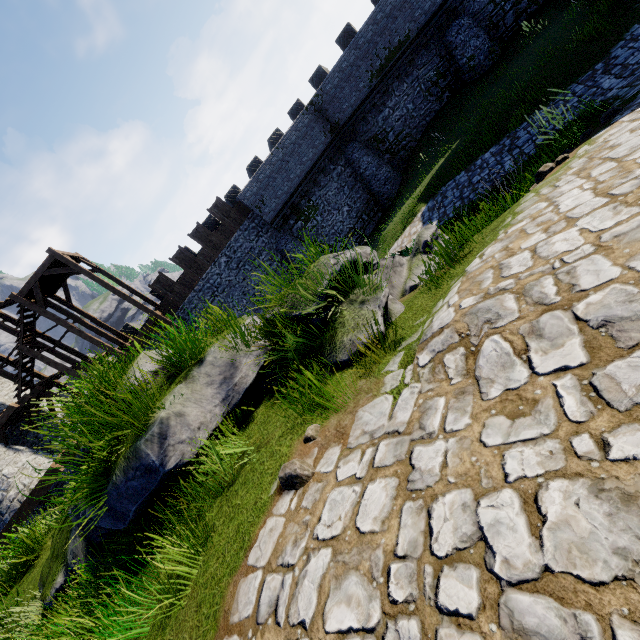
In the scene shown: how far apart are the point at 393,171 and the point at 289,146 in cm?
748

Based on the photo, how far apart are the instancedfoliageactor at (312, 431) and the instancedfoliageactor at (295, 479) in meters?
0.3

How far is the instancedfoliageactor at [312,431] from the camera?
2.97m

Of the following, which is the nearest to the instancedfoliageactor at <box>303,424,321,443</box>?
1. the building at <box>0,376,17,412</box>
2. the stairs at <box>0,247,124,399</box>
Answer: the stairs at <box>0,247,124,399</box>

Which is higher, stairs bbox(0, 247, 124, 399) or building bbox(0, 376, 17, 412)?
stairs bbox(0, 247, 124, 399)

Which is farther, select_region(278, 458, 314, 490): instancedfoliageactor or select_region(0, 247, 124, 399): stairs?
select_region(0, 247, 124, 399): stairs

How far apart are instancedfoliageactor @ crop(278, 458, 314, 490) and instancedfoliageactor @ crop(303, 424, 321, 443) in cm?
27

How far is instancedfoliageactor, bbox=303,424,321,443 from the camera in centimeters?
297cm
